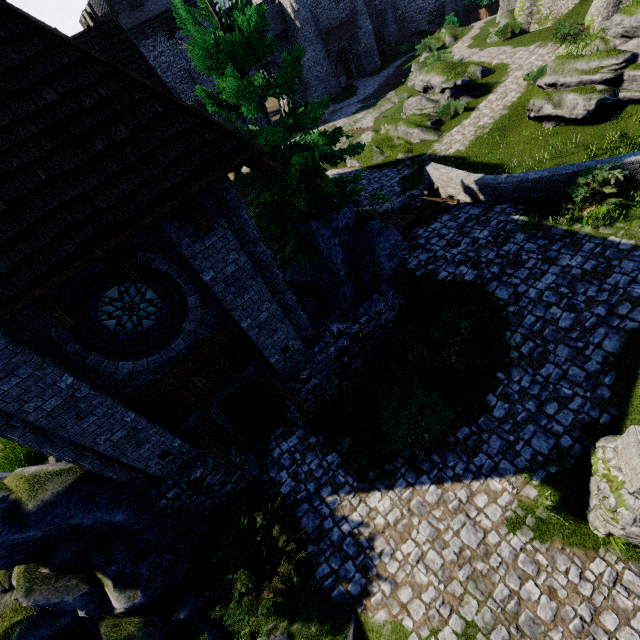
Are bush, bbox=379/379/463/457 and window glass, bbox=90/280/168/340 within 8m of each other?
yes

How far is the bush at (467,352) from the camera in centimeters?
892cm

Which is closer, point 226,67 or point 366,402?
point 226,67

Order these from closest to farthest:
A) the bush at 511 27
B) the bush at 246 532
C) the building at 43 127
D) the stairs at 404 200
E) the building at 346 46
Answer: the building at 43 127 → the bush at 246 532 → the stairs at 404 200 → the bush at 511 27 → the building at 346 46

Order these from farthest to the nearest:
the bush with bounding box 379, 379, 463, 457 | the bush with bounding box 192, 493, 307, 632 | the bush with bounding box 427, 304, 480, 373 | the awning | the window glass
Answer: the awning → the bush with bounding box 427, 304, 480, 373 → the bush with bounding box 379, 379, 463, 457 → the bush with bounding box 192, 493, 307, 632 → the window glass

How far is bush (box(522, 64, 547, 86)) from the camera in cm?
1866

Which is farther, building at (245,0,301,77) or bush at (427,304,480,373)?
building at (245,0,301,77)

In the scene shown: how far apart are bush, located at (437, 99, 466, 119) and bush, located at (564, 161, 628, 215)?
13.79m
